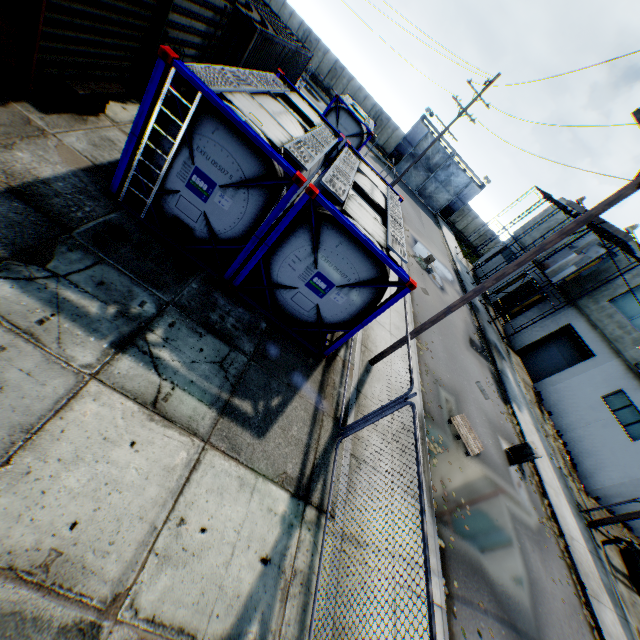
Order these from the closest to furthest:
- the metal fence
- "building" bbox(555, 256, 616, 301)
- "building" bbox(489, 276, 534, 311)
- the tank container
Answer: the metal fence < the tank container < "building" bbox(555, 256, 616, 301) < "building" bbox(489, 276, 534, 311)

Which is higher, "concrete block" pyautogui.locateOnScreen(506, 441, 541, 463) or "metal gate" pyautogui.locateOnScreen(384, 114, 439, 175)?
"metal gate" pyautogui.locateOnScreen(384, 114, 439, 175)

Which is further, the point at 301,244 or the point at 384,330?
the point at 384,330

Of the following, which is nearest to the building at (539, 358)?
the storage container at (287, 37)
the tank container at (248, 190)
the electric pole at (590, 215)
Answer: the electric pole at (590, 215)

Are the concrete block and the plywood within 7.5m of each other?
no

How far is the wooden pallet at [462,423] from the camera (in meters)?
10.77

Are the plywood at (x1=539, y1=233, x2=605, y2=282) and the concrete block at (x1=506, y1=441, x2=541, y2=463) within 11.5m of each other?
no

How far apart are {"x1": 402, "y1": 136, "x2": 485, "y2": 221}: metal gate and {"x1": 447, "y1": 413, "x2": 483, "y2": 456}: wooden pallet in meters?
36.2
